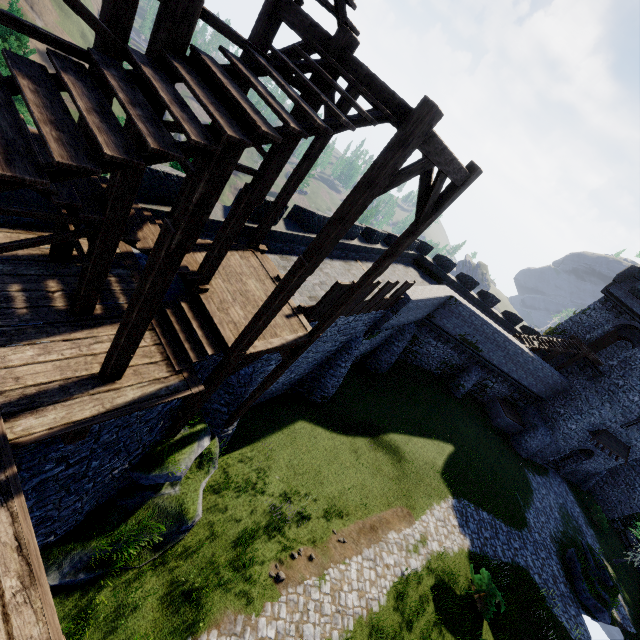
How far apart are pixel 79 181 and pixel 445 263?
25.9m

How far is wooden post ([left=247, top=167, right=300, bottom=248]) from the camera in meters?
9.6 m

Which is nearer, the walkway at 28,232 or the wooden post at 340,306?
the walkway at 28,232

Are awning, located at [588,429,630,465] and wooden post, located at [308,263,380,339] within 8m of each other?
no

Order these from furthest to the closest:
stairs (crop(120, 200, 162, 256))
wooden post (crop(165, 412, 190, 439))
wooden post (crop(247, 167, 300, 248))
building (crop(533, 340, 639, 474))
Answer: building (crop(533, 340, 639, 474))
wooden post (crop(247, 167, 300, 248))
wooden post (crop(165, 412, 190, 439))
stairs (crop(120, 200, 162, 256))

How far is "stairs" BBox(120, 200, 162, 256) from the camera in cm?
582

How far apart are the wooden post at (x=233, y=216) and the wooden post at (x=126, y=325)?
2.4m

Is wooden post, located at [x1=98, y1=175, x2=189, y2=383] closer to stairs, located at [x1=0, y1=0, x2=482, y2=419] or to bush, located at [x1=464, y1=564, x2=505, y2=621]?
stairs, located at [x1=0, y1=0, x2=482, y2=419]
